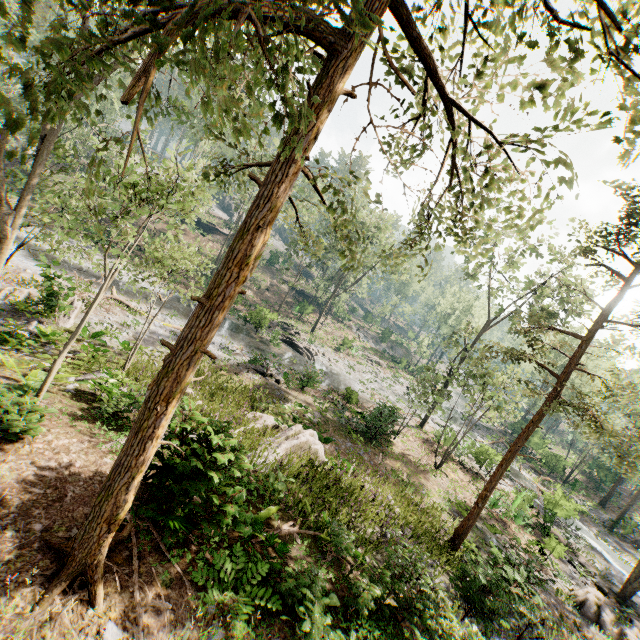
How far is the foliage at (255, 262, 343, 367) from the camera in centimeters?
3054cm

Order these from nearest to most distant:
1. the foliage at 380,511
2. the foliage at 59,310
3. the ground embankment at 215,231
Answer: the foliage at 380,511 < the foliage at 59,310 < the ground embankment at 215,231

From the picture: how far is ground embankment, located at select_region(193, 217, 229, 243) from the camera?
53.6 meters

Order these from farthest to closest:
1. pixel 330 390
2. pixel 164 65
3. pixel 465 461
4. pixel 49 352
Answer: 1. pixel 465 461
2. pixel 330 390
3. pixel 164 65
4. pixel 49 352

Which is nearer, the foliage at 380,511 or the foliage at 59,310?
the foliage at 380,511

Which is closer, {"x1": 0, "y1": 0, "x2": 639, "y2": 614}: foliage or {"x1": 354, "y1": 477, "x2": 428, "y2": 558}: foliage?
{"x1": 0, "y1": 0, "x2": 639, "y2": 614}: foliage
